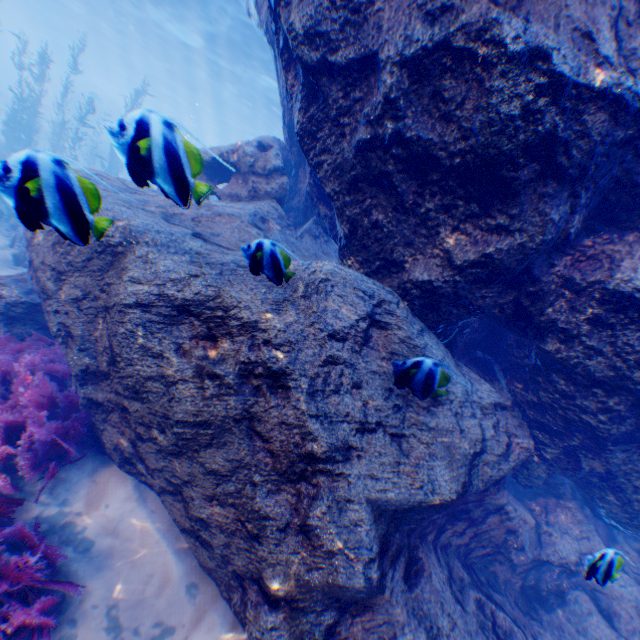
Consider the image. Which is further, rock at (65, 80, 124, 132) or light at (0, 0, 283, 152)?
rock at (65, 80, 124, 132)

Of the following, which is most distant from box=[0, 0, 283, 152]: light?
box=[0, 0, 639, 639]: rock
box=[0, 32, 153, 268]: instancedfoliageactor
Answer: box=[0, 32, 153, 268]: instancedfoliageactor

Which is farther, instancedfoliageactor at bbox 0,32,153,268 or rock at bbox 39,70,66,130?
rock at bbox 39,70,66,130

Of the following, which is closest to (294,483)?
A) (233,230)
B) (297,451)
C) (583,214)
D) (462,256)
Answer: (297,451)

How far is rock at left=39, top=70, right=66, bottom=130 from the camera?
33.6 meters

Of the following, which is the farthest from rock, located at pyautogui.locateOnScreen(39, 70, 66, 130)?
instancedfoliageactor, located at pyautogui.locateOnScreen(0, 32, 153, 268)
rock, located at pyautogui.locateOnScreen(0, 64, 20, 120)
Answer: rock, located at pyautogui.locateOnScreen(0, 64, 20, 120)

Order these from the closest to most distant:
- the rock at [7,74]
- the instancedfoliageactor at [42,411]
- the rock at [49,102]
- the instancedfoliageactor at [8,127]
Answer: the instancedfoliageactor at [8,127]
the instancedfoliageactor at [42,411]
the rock at [7,74]
the rock at [49,102]

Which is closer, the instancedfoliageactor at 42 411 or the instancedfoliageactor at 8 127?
the instancedfoliageactor at 8 127
